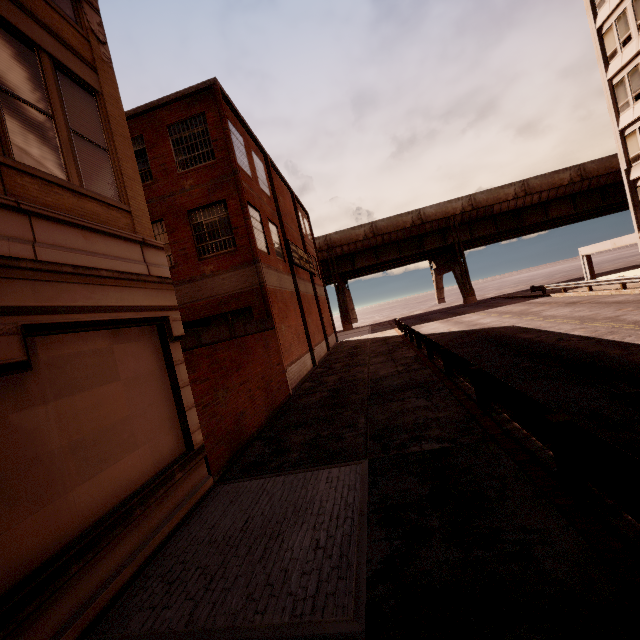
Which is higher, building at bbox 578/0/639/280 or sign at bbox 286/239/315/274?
building at bbox 578/0/639/280

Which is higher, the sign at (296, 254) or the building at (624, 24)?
the building at (624, 24)

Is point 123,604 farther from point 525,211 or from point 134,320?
point 525,211

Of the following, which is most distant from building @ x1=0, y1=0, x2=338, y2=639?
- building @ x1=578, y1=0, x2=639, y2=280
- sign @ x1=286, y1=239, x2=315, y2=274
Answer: building @ x1=578, y1=0, x2=639, y2=280

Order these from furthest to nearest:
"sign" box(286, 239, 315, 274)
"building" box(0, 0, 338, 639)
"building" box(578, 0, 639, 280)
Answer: "building" box(578, 0, 639, 280) < "sign" box(286, 239, 315, 274) < "building" box(0, 0, 338, 639)

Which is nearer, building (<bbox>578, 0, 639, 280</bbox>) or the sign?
the sign

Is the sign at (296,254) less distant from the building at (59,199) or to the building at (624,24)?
the building at (59,199)
